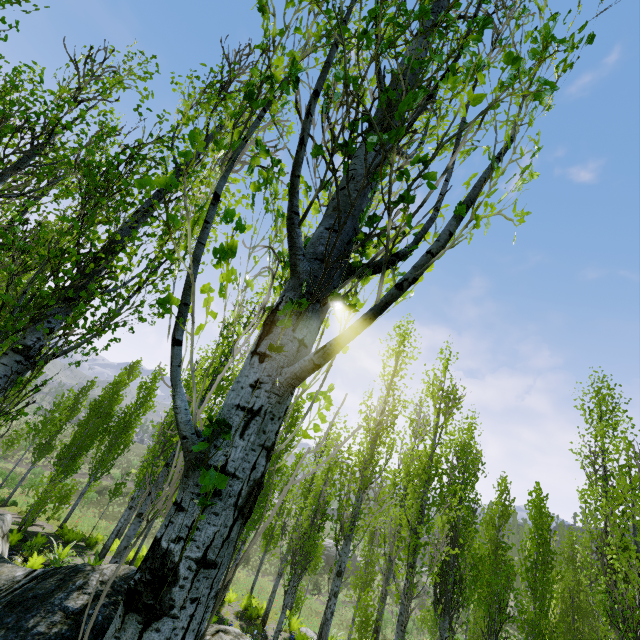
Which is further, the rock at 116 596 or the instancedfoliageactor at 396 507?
the rock at 116 596

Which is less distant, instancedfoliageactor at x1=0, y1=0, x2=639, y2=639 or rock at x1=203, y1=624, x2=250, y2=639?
instancedfoliageactor at x1=0, y1=0, x2=639, y2=639

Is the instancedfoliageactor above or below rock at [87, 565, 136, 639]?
above

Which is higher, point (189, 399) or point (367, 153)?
point (367, 153)
